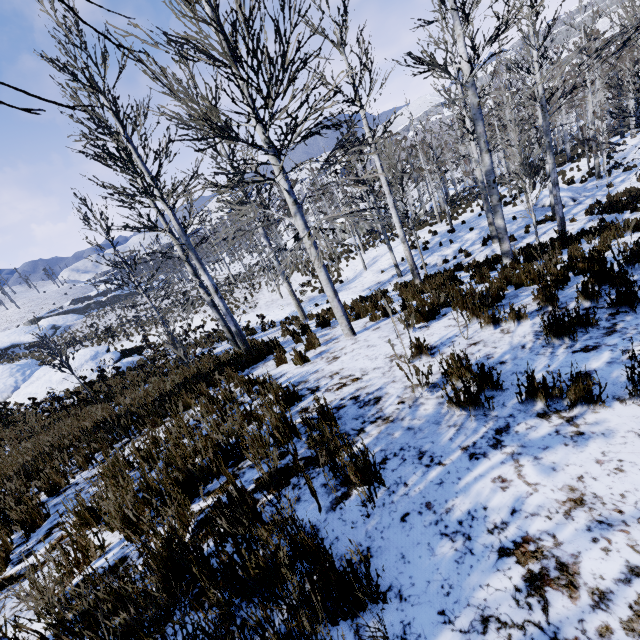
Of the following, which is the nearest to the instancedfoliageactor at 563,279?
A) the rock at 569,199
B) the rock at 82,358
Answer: the rock at 569,199

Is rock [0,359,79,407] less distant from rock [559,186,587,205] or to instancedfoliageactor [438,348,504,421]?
instancedfoliageactor [438,348,504,421]

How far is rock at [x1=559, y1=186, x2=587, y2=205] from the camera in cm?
1850

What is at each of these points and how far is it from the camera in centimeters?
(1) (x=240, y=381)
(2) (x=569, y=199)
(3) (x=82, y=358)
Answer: (1) instancedfoliageactor, 613cm
(2) rock, 1853cm
(3) rock, 2123cm

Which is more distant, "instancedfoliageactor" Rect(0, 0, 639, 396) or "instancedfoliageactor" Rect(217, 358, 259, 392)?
"instancedfoliageactor" Rect(217, 358, 259, 392)

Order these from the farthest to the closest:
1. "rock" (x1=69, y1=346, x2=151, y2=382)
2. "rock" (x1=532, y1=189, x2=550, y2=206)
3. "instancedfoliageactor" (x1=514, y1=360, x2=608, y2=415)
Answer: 1. "rock" (x1=69, y1=346, x2=151, y2=382)
2. "rock" (x1=532, y1=189, x2=550, y2=206)
3. "instancedfoliageactor" (x1=514, y1=360, x2=608, y2=415)

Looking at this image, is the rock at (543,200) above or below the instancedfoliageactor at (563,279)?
below
